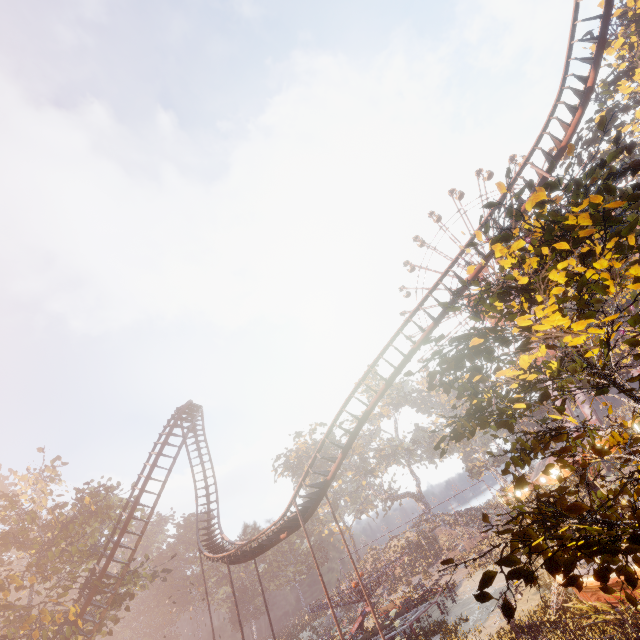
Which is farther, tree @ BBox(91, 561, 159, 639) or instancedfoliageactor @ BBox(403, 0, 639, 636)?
tree @ BBox(91, 561, 159, 639)

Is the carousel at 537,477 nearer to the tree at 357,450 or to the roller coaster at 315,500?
the roller coaster at 315,500

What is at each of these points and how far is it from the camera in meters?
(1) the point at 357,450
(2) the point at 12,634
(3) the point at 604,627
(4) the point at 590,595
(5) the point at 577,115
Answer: (1) tree, 57.1
(2) tree, 18.9
(3) instancedfoliageactor, 12.1
(4) carousel, 13.0
(5) roller coaster, 17.1

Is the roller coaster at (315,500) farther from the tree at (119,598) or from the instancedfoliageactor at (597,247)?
the instancedfoliageactor at (597,247)

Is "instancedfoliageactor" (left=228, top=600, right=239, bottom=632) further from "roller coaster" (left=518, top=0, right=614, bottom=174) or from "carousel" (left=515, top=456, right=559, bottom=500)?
"carousel" (left=515, top=456, right=559, bottom=500)

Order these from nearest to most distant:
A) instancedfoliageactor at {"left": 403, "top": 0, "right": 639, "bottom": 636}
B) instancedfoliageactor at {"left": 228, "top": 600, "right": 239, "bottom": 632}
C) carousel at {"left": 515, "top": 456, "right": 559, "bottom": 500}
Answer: instancedfoliageactor at {"left": 403, "top": 0, "right": 639, "bottom": 636}
carousel at {"left": 515, "top": 456, "right": 559, "bottom": 500}
instancedfoliageactor at {"left": 228, "top": 600, "right": 239, "bottom": 632}

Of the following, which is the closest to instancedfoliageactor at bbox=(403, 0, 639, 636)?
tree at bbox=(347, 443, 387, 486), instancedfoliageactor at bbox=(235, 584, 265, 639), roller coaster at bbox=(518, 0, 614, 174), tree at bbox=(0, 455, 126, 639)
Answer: roller coaster at bbox=(518, 0, 614, 174)

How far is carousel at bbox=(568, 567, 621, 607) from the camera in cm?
1234
